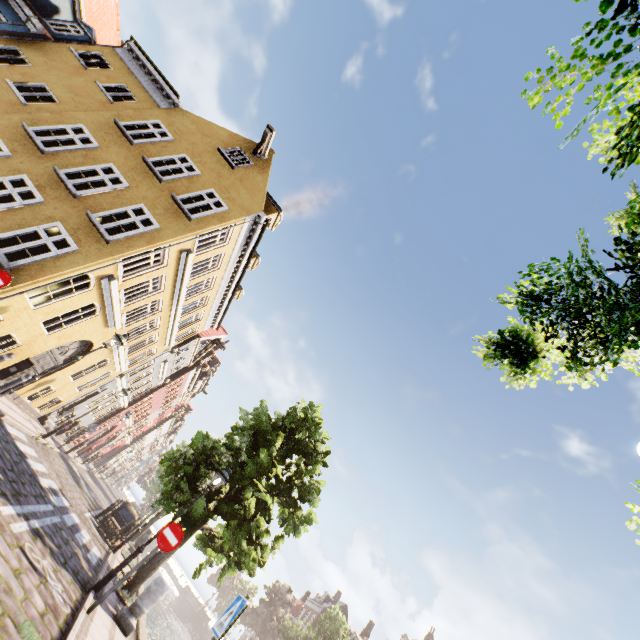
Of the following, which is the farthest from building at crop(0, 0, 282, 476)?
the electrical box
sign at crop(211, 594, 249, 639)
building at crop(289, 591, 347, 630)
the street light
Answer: Result: building at crop(289, 591, 347, 630)

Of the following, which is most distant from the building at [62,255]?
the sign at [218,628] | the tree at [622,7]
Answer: the sign at [218,628]

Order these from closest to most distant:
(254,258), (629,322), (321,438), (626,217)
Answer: (629,322) → (626,217) → (321,438) → (254,258)

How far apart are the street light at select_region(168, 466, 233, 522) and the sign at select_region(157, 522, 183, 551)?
1.5m

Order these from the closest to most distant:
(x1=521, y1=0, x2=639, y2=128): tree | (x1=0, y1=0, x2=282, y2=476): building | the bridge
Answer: (x1=521, y1=0, x2=639, y2=128): tree, (x1=0, y1=0, x2=282, y2=476): building, the bridge

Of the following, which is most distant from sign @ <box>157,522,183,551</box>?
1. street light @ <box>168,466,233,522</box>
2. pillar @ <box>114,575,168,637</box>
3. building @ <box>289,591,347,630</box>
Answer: building @ <box>289,591,347,630</box>

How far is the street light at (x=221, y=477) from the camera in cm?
866

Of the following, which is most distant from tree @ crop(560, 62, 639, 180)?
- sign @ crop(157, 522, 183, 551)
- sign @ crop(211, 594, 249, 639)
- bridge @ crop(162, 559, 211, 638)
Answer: sign @ crop(211, 594, 249, 639)
